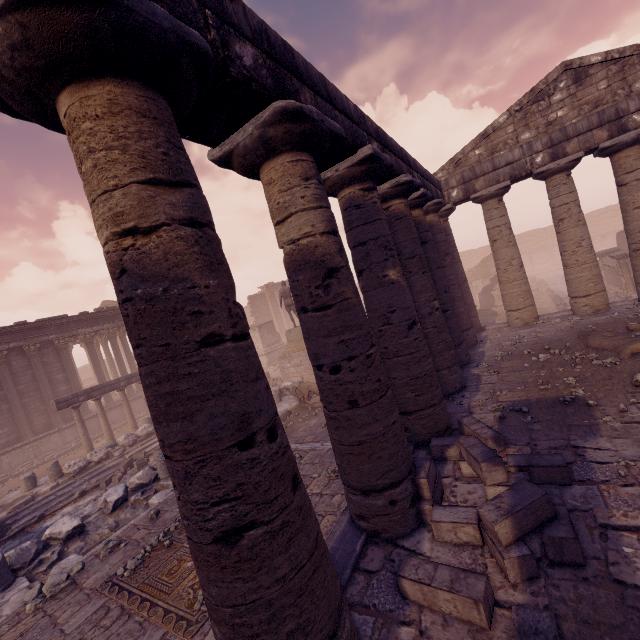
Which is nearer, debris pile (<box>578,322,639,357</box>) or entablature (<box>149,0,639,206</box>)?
entablature (<box>149,0,639,206</box>)

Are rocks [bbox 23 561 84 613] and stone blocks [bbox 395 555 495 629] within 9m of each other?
yes

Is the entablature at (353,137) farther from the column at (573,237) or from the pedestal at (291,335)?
the pedestal at (291,335)

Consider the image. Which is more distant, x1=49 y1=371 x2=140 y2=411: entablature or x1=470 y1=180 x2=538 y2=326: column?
x1=49 y1=371 x2=140 y2=411: entablature

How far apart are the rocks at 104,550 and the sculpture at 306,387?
7.3m

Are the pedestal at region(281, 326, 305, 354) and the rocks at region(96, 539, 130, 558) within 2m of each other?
no

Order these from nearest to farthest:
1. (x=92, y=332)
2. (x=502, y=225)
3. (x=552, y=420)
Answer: (x=552, y=420), (x=502, y=225), (x=92, y=332)

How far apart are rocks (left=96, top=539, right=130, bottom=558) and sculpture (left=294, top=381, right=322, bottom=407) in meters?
7.3
